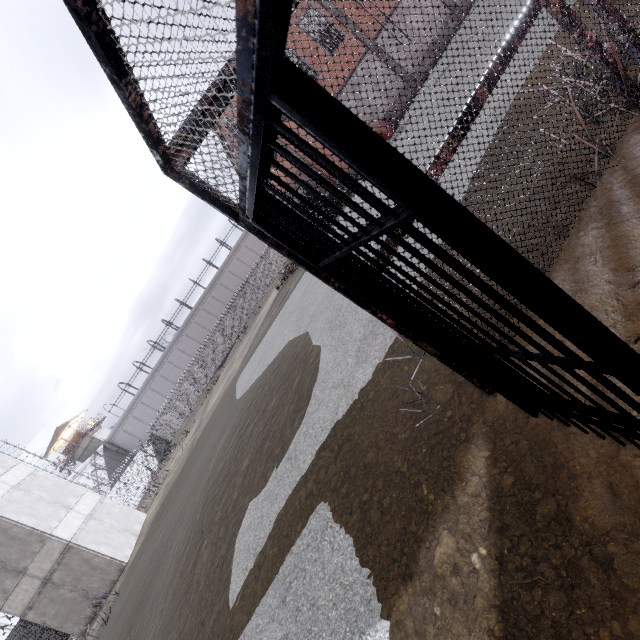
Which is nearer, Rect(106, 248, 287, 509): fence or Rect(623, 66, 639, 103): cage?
Rect(623, 66, 639, 103): cage

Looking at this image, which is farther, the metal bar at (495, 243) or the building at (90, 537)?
the building at (90, 537)

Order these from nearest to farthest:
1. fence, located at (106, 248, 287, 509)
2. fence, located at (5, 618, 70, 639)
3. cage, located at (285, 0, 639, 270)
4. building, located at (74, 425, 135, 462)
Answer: →
cage, located at (285, 0, 639, 270)
fence, located at (5, 618, 70, 639)
fence, located at (106, 248, 287, 509)
building, located at (74, 425, 135, 462)

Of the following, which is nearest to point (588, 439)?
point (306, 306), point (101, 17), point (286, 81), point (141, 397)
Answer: point (286, 81)

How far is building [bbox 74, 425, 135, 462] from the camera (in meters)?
48.34

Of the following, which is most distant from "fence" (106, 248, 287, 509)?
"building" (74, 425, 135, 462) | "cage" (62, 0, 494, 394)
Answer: "building" (74, 425, 135, 462)

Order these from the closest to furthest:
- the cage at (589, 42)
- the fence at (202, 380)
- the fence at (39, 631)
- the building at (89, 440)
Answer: the cage at (589, 42)
the fence at (39, 631)
the fence at (202, 380)
the building at (89, 440)

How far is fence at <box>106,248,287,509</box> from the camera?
31.6m
